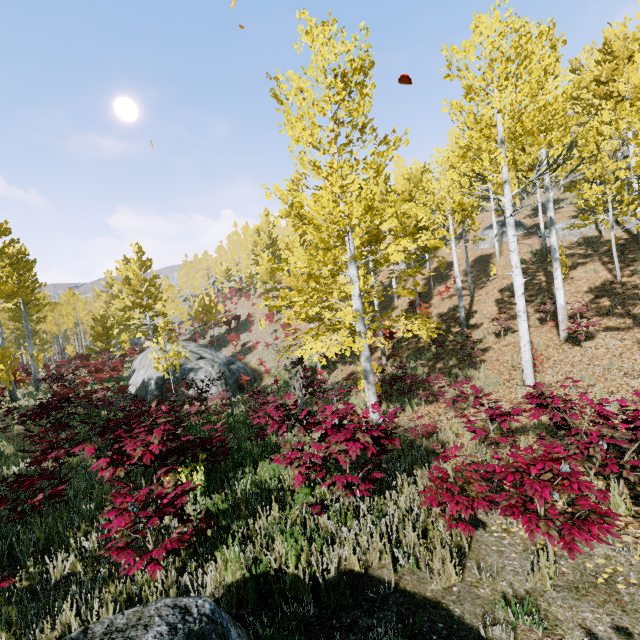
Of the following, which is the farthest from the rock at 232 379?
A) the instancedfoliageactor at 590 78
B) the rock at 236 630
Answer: the rock at 236 630

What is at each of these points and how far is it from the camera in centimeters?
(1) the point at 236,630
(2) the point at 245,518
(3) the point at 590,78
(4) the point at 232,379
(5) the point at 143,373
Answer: (1) rock, 256cm
(2) instancedfoliageactor, 447cm
(3) instancedfoliageactor, 2673cm
(4) rock, 1966cm
(5) rock, 1886cm

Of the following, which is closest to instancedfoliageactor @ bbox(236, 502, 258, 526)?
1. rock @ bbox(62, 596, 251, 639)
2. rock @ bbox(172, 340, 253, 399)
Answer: rock @ bbox(172, 340, 253, 399)

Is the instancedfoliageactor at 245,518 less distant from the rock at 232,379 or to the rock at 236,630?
the rock at 232,379

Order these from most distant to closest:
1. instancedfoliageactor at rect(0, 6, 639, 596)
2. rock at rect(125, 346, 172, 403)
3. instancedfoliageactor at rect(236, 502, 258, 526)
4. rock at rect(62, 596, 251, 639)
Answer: rock at rect(125, 346, 172, 403) → instancedfoliageactor at rect(236, 502, 258, 526) → instancedfoliageactor at rect(0, 6, 639, 596) → rock at rect(62, 596, 251, 639)

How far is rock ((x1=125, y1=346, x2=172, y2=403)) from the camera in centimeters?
1773cm
